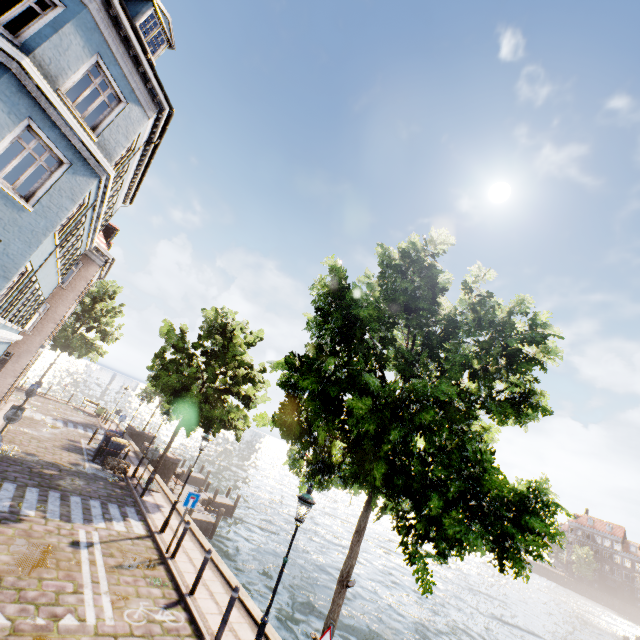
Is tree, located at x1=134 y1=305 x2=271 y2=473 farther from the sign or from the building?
the building

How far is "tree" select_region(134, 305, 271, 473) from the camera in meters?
16.4 m

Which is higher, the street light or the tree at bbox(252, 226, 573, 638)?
the tree at bbox(252, 226, 573, 638)

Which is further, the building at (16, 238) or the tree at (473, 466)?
the building at (16, 238)

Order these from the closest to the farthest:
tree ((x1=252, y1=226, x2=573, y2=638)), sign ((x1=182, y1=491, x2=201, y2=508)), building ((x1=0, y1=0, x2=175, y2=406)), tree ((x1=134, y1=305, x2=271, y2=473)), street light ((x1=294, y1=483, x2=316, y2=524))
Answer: tree ((x1=252, y1=226, x2=573, y2=638)), street light ((x1=294, y1=483, x2=316, y2=524)), building ((x1=0, y1=0, x2=175, y2=406)), sign ((x1=182, y1=491, x2=201, y2=508)), tree ((x1=134, y1=305, x2=271, y2=473))

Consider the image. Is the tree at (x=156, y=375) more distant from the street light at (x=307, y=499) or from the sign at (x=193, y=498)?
the sign at (x=193, y=498)

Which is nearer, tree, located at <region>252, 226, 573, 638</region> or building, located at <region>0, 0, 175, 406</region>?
tree, located at <region>252, 226, 573, 638</region>

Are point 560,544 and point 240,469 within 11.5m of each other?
no
